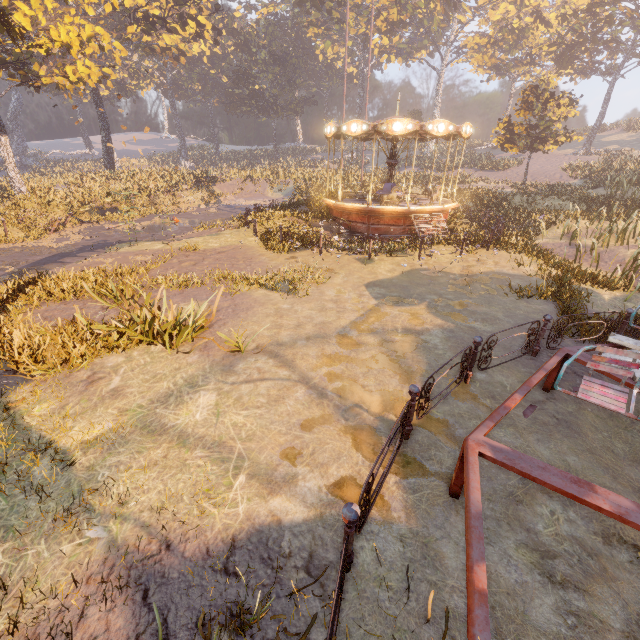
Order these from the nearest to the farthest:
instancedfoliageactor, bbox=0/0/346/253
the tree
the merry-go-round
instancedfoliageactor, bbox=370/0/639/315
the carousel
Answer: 1. the merry-go-round
2. instancedfoliageactor, bbox=370/0/639/315
3. the carousel
4. the tree
5. instancedfoliageactor, bbox=0/0/346/253

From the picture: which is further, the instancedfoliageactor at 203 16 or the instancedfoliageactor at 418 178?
the instancedfoliageactor at 418 178

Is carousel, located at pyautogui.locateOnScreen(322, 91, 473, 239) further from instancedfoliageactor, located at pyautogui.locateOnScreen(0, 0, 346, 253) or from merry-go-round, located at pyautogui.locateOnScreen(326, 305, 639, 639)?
merry-go-round, located at pyautogui.locateOnScreen(326, 305, 639, 639)

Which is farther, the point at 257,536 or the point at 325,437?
the point at 325,437

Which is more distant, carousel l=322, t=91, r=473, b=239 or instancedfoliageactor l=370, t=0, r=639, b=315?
carousel l=322, t=91, r=473, b=239

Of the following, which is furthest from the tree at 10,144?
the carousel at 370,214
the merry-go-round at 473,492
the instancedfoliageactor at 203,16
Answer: the merry-go-round at 473,492

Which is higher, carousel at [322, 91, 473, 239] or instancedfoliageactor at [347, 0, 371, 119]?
instancedfoliageactor at [347, 0, 371, 119]

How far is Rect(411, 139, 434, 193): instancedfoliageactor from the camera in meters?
28.5
